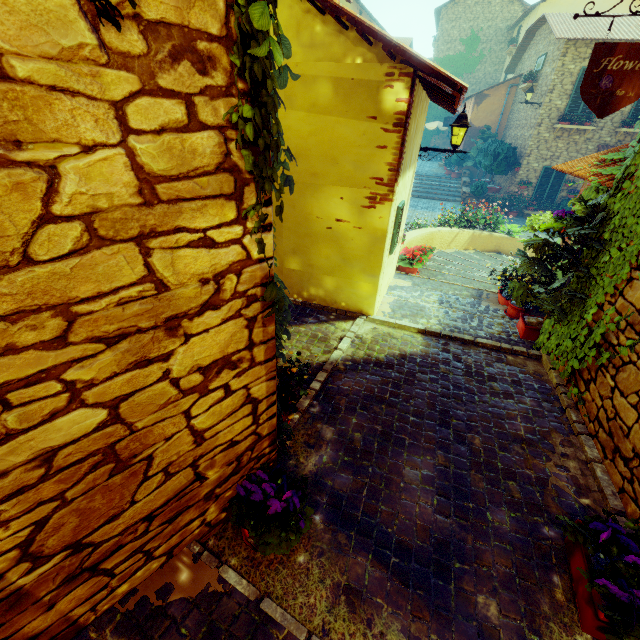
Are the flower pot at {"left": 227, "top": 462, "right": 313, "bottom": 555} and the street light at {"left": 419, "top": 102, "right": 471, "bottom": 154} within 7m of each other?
yes

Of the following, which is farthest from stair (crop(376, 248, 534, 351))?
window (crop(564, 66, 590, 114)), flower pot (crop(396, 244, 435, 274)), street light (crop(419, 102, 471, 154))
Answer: window (crop(564, 66, 590, 114))

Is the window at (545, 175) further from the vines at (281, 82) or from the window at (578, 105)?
the vines at (281, 82)

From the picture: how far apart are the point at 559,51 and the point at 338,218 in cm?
1692

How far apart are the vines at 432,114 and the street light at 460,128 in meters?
25.7 m

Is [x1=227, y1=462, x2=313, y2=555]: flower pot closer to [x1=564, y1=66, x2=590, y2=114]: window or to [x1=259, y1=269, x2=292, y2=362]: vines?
[x1=259, y1=269, x2=292, y2=362]: vines

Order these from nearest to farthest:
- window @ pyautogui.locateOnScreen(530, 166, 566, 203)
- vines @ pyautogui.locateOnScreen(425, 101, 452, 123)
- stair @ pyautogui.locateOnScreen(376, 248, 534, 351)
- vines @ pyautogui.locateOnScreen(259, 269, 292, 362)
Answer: vines @ pyautogui.locateOnScreen(259, 269, 292, 362) < stair @ pyautogui.locateOnScreen(376, 248, 534, 351) < window @ pyautogui.locateOnScreen(530, 166, 566, 203) < vines @ pyautogui.locateOnScreen(425, 101, 452, 123)

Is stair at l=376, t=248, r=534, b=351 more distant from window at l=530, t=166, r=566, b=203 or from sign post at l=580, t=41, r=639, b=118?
sign post at l=580, t=41, r=639, b=118
